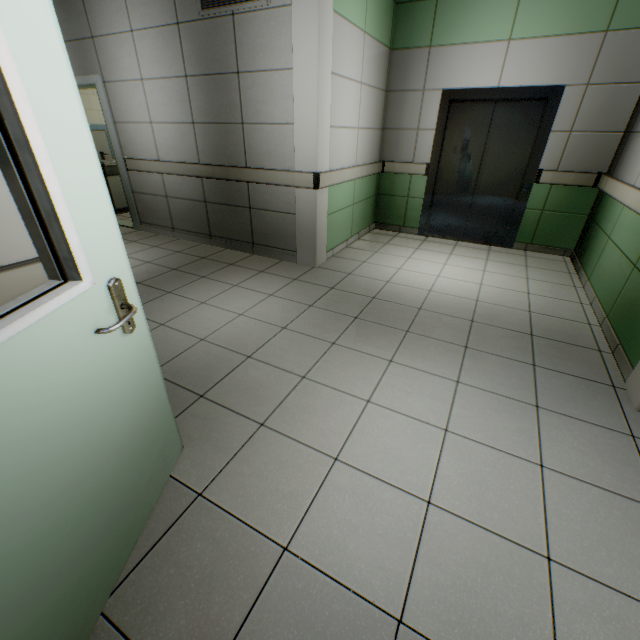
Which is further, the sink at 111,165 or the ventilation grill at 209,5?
the sink at 111,165

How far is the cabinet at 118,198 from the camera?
6.3 meters

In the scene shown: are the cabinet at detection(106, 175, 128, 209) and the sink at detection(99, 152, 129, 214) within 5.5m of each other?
yes

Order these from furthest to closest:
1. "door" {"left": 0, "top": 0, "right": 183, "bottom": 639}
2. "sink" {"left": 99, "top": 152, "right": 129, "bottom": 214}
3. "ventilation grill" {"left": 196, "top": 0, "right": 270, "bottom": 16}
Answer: "sink" {"left": 99, "top": 152, "right": 129, "bottom": 214}, "ventilation grill" {"left": 196, "top": 0, "right": 270, "bottom": 16}, "door" {"left": 0, "top": 0, "right": 183, "bottom": 639}

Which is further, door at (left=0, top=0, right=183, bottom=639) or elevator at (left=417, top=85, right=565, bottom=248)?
elevator at (left=417, top=85, right=565, bottom=248)

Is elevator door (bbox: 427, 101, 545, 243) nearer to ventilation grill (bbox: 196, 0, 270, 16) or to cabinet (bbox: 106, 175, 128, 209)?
ventilation grill (bbox: 196, 0, 270, 16)

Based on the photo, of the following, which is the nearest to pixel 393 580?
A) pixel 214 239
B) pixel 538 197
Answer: pixel 214 239

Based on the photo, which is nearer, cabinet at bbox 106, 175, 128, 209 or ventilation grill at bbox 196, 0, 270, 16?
ventilation grill at bbox 196, 0, 270, 16
